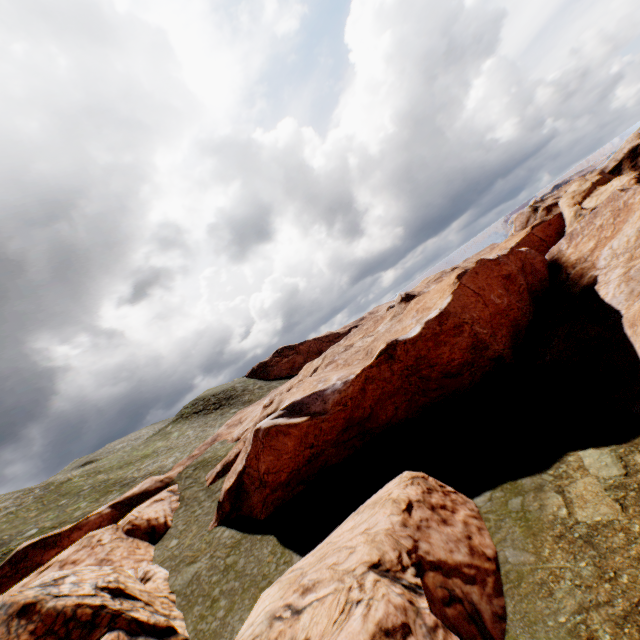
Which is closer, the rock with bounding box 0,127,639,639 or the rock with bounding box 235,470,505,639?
the rock with bounding box 235,470,505,639

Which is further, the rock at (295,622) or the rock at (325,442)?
the rock at (325,442)

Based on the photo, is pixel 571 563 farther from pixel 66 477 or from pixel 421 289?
pixel 66 477
